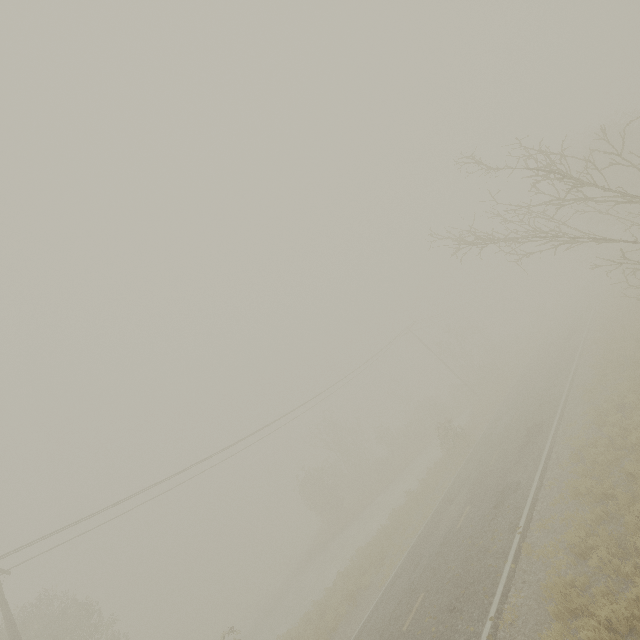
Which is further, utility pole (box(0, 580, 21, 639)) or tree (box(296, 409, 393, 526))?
tree (box(296, 409, 393, 526))

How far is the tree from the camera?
35.69m

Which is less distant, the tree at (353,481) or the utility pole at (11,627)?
the utility pole at (11,627)

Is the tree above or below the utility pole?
below

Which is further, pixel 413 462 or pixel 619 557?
pixel 413 462

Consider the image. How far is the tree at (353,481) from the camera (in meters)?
35.69
